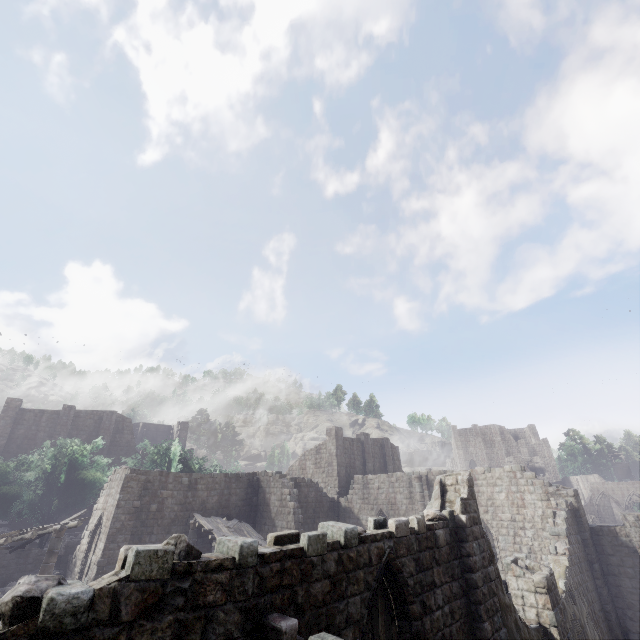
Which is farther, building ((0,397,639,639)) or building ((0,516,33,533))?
building ((0,516,33,533))

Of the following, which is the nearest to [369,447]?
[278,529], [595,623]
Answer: Answer: [278,529]

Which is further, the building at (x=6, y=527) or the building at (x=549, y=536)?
the building at (x=6, y=527)

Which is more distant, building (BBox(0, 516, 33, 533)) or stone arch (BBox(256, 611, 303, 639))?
building (BBox(0, 516, 33, 533))

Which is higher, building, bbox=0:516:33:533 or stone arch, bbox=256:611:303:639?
stone arch, bbox=256:611:303:639

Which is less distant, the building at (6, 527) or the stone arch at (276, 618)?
the stone arch at (276, 618)
